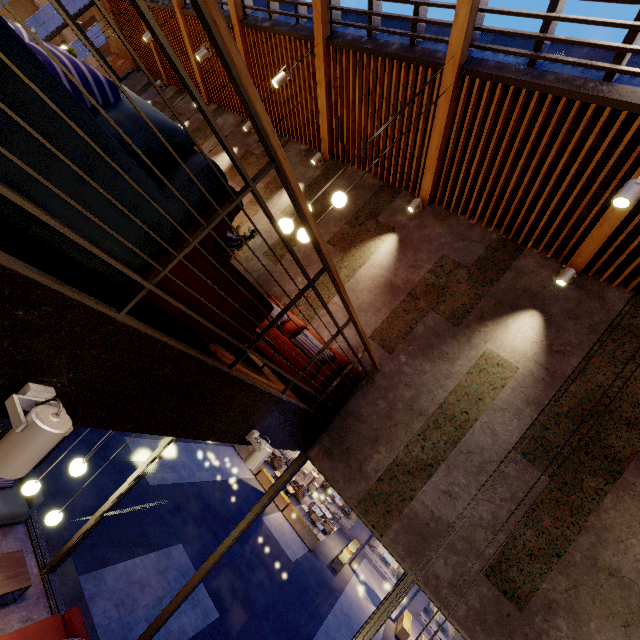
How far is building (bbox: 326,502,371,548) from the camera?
18.67m

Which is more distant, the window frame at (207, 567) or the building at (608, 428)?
the window frame at (207, 567)

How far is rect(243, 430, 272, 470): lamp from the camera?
3.00m

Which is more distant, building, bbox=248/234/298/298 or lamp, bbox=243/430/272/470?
building, bbox=248/234/298/298

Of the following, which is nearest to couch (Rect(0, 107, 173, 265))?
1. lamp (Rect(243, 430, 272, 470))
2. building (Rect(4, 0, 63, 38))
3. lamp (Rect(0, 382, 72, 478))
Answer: lamp (Rect(0, 382, 72, 478))

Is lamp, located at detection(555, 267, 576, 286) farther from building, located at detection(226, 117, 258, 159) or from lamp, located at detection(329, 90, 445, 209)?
lamp, located at detection(329, 90, 445, 209)

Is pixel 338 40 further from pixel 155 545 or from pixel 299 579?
pixel 299 579

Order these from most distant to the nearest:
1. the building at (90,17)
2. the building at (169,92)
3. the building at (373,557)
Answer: the building at (373,557), the building at (90,17), the building at (169,92)
